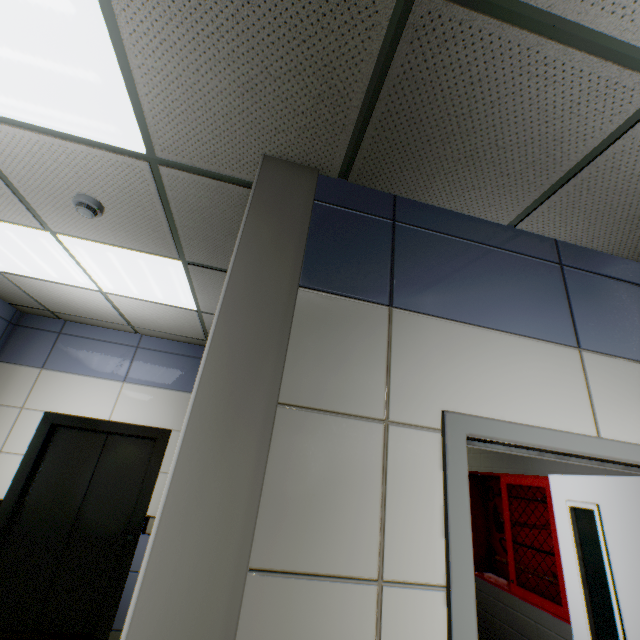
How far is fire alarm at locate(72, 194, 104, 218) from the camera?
2.02m

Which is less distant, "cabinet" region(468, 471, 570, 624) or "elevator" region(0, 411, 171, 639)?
"cabinet" region(468, 471, 570, 624)

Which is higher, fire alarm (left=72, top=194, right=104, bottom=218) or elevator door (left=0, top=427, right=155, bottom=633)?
fire alarm (left=72, top=194, right=104, bottom=218)

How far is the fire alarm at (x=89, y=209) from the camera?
2.0m

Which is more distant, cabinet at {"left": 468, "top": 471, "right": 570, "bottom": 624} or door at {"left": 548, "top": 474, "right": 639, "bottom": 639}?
cabinet at {"left": 468, "top": 471, "right": 570, "bottom": 624}

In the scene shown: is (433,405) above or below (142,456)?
above

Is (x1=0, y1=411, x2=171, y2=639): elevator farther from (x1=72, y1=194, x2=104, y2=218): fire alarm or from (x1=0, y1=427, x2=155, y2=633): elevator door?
(x1=72, y1=194, x2=104, y2=218): fire alarm

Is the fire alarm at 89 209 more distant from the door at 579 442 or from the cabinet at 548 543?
the cabinet at 548 543
